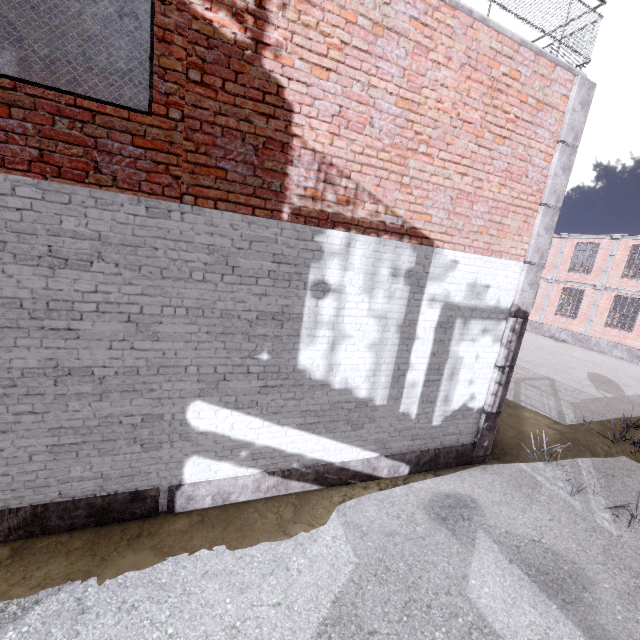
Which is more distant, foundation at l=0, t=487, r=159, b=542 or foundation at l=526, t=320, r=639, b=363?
foundation at l=526, t=320, r=639, b=363

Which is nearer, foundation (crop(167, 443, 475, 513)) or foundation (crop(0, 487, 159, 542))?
foundation (crop(0, 487, 159, 542))

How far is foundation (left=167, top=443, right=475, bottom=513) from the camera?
4.5 meters

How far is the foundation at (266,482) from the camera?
4.5m

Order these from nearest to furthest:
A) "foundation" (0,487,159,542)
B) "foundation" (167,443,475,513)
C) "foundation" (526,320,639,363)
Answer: "foundation" (0,487,159,542) < "foundation" (167,443,475,513) < "foundation" (526,320,639,363)

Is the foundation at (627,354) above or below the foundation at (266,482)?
above

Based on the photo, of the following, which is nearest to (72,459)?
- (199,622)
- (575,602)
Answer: (199,622)
